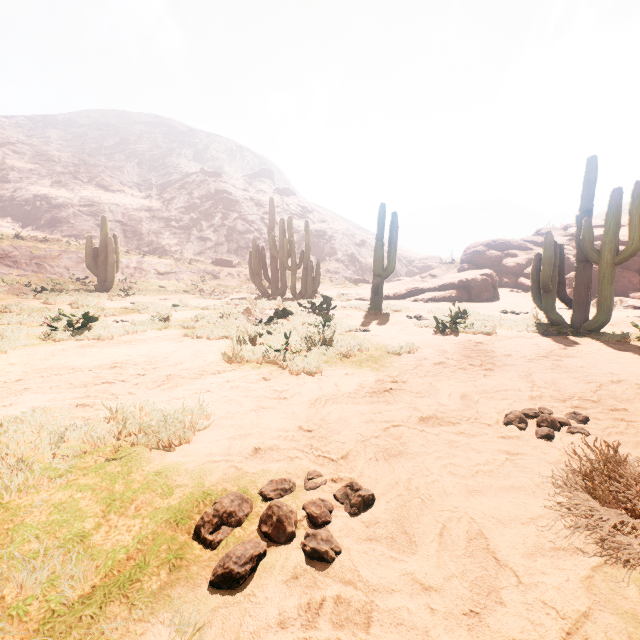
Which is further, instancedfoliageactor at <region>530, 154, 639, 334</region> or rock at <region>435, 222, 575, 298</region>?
rock at <region>435, 222, 575, 298</region>

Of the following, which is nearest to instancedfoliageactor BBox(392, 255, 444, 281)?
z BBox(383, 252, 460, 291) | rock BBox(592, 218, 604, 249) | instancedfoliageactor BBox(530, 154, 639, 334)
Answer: z BBox(383, 252, 460, 291)

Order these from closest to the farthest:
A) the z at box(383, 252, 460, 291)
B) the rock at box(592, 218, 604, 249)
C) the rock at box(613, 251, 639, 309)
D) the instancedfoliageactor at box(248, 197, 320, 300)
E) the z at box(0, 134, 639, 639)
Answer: the z at box(0, 134, 639, 639) < the rock at box(613, 251, 639, 309) < the instancedfoliageactor at box(248, 197, 320, 300) < the rock at box(592, 218, 604, 249) < the z at box(383, 252, 460, 291)

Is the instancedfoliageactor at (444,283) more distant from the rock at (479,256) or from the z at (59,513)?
the rock at (479,256)

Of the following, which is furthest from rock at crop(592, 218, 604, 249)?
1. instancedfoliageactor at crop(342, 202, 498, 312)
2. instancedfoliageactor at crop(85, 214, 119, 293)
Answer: instancedfoliageactor at crop(85, 214, 119, 293)

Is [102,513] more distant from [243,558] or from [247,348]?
[247,348]

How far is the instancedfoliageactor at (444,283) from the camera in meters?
10.4

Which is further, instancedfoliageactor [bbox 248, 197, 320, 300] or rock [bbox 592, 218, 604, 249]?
rock [bbox 592, 218, 604, 249]
